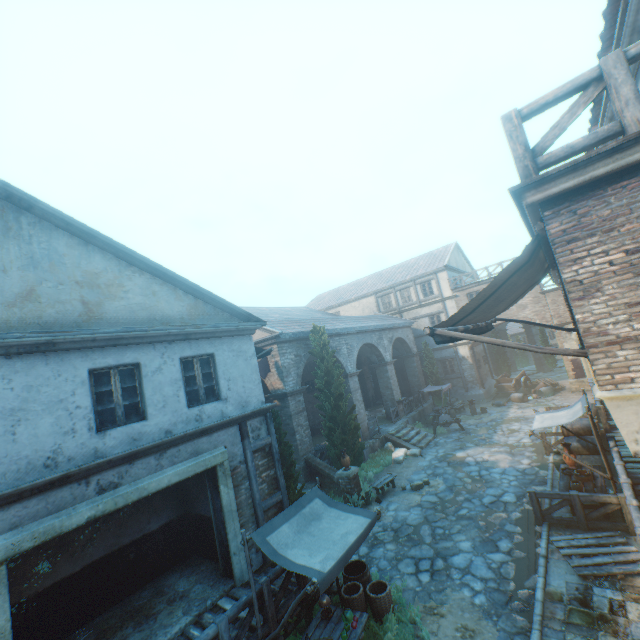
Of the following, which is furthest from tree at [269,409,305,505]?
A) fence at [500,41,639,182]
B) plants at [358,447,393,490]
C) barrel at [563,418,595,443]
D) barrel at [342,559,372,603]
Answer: fence at [500,41,639,182]

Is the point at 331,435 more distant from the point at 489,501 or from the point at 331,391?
the point at 489,501

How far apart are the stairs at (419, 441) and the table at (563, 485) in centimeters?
759cm

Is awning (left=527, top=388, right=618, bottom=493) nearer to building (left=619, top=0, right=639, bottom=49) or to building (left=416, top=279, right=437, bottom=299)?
building (left=619, top=0, right=639, bottom=49)

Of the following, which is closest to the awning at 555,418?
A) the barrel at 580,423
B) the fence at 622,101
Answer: the barrel at 580,423

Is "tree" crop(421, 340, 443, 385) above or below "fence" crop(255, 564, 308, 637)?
above

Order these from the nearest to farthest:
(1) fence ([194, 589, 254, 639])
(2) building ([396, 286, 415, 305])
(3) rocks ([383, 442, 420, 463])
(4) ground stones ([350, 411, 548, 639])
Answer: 1. (1) fence ([194, 589, 254, 639])
2. (4) ground stones ([350, 411, 548, 639])
3. (3) rocks ([383, 442, 420, 463])
4. (2) building ([396, 286, 415, 305])

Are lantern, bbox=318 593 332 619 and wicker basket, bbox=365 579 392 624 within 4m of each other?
yes
